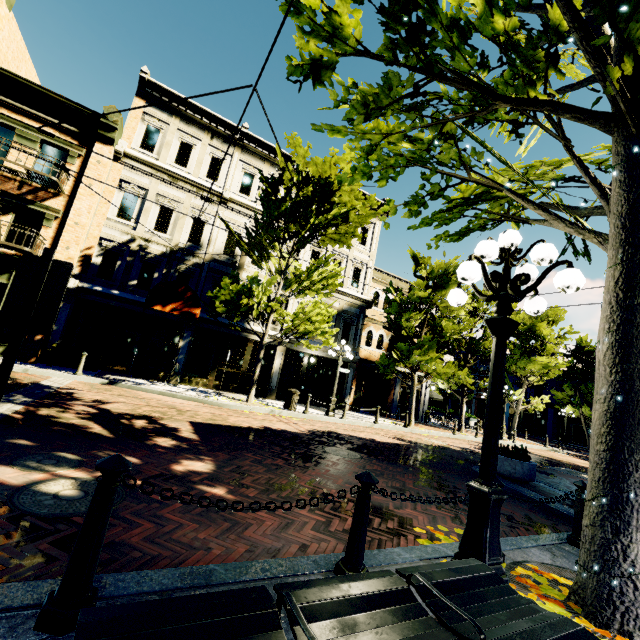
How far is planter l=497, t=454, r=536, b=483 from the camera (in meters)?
8.22

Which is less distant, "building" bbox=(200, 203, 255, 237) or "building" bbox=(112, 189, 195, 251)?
"building" bbox=(112, 189, 195, 251)

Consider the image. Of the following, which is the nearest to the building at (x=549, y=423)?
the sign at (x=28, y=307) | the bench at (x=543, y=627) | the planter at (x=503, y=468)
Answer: the planter at (x=503, y=468)

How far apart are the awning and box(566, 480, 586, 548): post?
12.05m

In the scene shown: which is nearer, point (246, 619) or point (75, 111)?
point (246, 619)

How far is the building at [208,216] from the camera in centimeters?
1706cm

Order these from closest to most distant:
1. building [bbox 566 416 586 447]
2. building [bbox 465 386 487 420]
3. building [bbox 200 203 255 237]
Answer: building [bbox 200 203 255 237], building [bbox 566 416 586 447], building [bbox 465 386 487 420]

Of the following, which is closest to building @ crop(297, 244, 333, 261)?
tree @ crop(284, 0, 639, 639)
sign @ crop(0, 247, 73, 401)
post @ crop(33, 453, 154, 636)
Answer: tree @ crop(284, 0, 639, 639)
